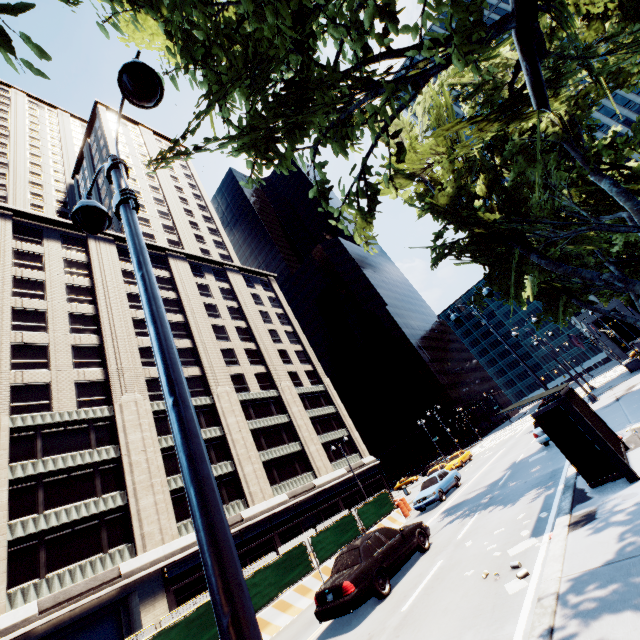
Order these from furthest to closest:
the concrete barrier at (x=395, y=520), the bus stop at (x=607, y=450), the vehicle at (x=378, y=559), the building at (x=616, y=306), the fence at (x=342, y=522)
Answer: the building at (x=616, y=306) → the concrete barrier at (x=395, y=520) → the fence at (x=342, y=522) → the vehicle at (x=378, y=559) → the bus stop at (x=607, y=450)

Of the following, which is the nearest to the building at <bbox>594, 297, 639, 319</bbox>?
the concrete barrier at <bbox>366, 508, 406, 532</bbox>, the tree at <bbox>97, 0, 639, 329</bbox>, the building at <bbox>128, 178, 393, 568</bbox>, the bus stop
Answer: the tree at <bbox>97, 0, 639, 329</bbox>

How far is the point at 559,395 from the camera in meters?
7.9 m

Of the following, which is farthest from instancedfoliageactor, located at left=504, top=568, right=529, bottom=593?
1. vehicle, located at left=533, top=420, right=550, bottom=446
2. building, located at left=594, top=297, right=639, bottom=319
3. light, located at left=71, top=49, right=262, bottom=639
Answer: building, located at left=594, top=297, right=639, bottom=319

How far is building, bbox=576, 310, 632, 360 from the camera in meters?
55.3 m

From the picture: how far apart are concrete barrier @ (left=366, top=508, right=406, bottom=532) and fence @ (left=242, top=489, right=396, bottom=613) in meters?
0.0

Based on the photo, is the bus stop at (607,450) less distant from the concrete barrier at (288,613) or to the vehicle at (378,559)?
the vehicle at (378,559)

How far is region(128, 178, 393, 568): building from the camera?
32.2 meters
